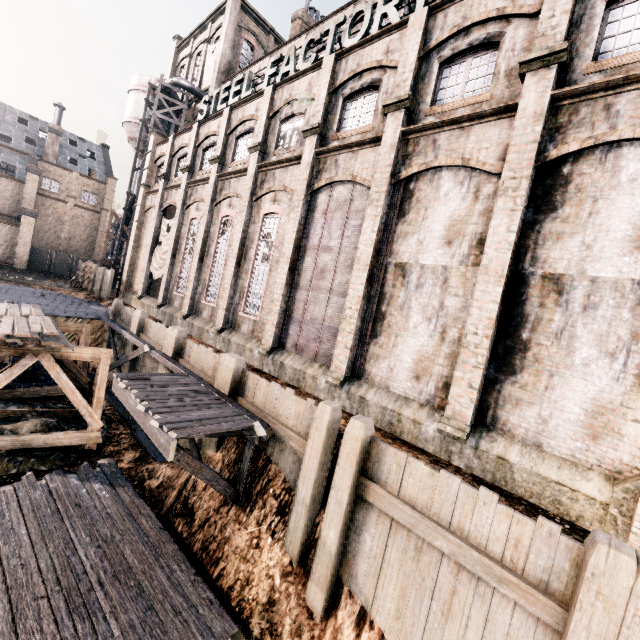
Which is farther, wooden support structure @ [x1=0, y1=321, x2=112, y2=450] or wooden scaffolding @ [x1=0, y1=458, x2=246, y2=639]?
wooden support structure @ [x1=0, y1=321, x2=112, y2=450]

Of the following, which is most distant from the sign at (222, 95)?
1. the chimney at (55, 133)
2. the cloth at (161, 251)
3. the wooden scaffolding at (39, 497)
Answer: the chimney at (55, 133)

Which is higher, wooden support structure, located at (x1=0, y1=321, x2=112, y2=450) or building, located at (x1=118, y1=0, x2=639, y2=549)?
building, located at (x1=118, y1=0, x2=639, y2=549)

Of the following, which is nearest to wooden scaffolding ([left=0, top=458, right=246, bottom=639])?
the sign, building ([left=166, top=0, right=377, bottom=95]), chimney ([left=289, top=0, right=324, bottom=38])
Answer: building ([left=166, top=0, right=377, bottom=95])

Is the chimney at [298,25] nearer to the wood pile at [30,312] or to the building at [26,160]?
the building at [26,160]

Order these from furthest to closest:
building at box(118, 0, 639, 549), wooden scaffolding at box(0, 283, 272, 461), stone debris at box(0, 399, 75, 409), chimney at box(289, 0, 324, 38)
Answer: chimney at box(289, 0, 324, 38)
stone debris at box(0, 399, 75, 409)
wooden scaffolding at box(0, 283, 272, 461)
building at box(118, 0, 639, 549)

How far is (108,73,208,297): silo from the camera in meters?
31.5 m

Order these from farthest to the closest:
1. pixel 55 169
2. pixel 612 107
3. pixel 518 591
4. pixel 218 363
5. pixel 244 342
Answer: pixel 55 169 < pixel 244 342 < pixel 218 363 < pixel 612 107 < pixel 518 591
